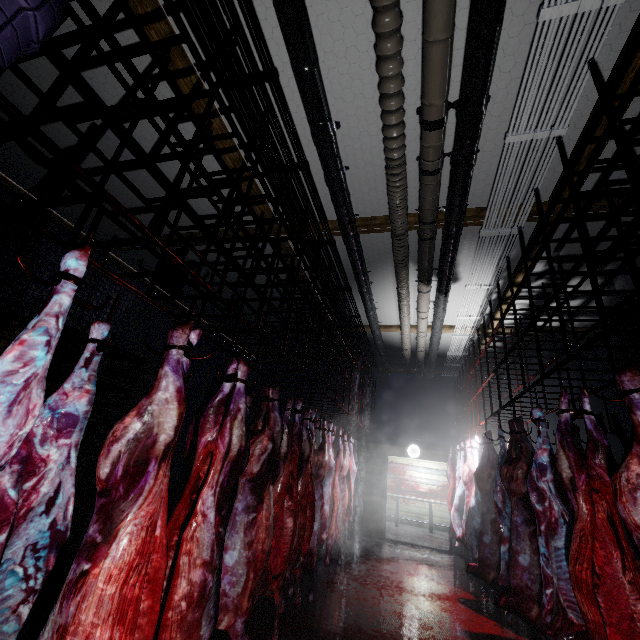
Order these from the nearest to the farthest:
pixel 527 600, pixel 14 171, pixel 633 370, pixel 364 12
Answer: pixel 633 370
pixel 364 12
pixel 527 600
pixel 14 171

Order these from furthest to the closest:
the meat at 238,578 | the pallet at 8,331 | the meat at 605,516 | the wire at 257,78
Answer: the pallet at 8,331
the wire at 257,78
the meat at 605,516
the meat at 238,578

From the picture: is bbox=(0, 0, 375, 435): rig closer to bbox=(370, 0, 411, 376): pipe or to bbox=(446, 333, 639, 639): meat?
bbox=(370, 0, 411, 376): pipe

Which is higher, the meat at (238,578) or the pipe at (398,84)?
the pipe at (398,84)

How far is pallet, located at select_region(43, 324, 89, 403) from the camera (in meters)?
3.22

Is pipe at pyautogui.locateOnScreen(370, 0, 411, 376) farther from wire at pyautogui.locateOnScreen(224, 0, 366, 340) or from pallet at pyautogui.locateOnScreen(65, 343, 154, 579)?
pallet at pyautogui.locateOnScreen(65, 343, 154, 579)

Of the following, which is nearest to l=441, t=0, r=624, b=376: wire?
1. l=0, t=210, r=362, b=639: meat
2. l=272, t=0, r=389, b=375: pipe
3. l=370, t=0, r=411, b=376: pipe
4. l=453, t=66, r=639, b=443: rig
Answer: l=453, t=66, r=639, b=443: rig

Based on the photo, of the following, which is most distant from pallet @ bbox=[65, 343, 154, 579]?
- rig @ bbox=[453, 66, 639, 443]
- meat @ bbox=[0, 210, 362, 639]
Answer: rig @ bbox=[453, 66, 639, 443]
